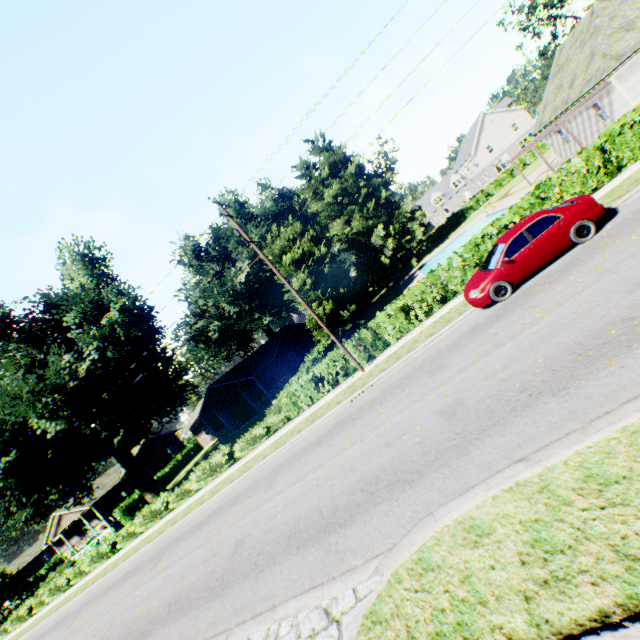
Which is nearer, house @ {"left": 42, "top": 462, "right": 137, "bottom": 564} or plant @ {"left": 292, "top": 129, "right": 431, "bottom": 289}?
house @ {"left": 42, "top": 462, "right": 137, "bottom": 564}

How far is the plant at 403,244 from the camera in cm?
4556

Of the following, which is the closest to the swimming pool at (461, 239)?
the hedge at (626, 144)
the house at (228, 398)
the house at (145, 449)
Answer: the hedge at (626, 144)

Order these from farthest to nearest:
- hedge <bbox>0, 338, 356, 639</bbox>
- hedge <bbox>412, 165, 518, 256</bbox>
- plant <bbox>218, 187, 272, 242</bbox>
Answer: hedge <bbox>412, 165, 518, 256</bbox>, plant <bbox>218, 187, 272, 242</bbox>, hedge <bbox>0, 338, 356, 639</bbox>

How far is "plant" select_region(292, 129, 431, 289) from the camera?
45.6m

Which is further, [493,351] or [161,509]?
[161,509]

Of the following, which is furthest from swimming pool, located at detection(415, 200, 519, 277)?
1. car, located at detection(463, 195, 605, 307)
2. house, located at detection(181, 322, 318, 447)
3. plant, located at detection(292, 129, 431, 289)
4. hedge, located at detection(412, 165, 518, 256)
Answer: house, located at detection(181, 322, 318, 447)

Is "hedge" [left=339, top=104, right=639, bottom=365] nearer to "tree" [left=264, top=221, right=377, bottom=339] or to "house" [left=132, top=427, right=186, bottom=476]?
"tree" [left=264, top=221, right=377, bottom=339]
